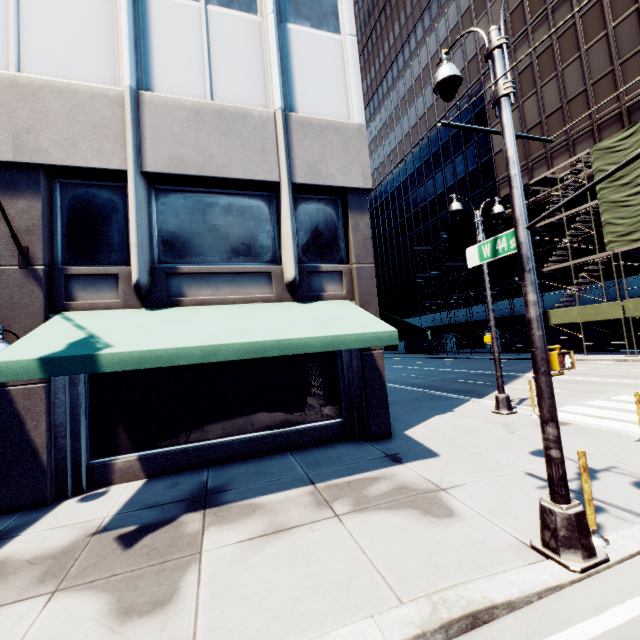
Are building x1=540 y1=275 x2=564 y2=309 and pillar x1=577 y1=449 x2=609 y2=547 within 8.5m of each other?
no

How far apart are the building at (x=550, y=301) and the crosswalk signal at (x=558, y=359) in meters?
32.4 m

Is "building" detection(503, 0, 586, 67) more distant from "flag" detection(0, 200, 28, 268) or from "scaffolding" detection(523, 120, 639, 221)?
"flag" detection(0, 200, 28, 268)

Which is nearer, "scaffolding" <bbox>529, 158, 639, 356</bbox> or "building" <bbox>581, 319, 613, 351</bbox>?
"scaffolding" <bbox>529, 158, 639, 356</bbox>

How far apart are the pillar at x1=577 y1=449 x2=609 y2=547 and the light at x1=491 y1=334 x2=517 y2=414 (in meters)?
6.75

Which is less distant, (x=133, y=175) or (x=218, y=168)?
(x=133, y=175)

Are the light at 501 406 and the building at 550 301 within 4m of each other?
no

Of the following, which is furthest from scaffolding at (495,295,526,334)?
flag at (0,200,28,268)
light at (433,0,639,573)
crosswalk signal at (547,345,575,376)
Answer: flag at (0,200,28,268)
